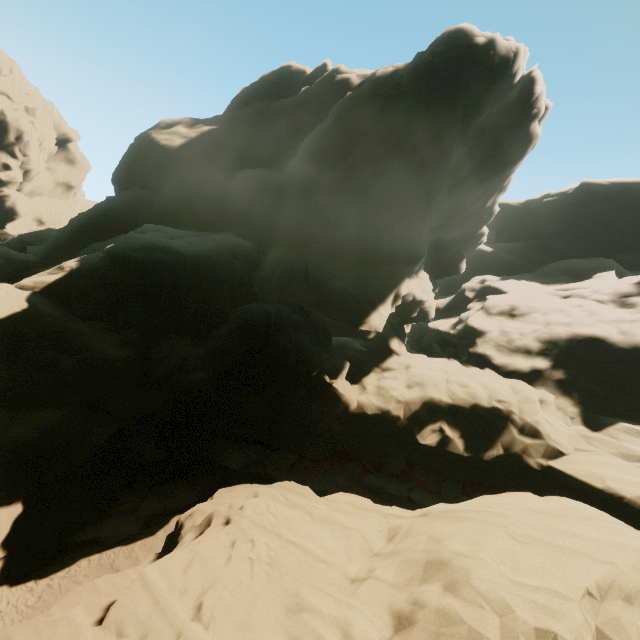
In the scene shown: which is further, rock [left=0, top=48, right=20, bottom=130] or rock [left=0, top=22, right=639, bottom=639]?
rock [left=0, top=48, right=20, bottom=130]

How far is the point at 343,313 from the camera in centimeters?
2162cm

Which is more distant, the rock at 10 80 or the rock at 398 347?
the rock at 10 80
